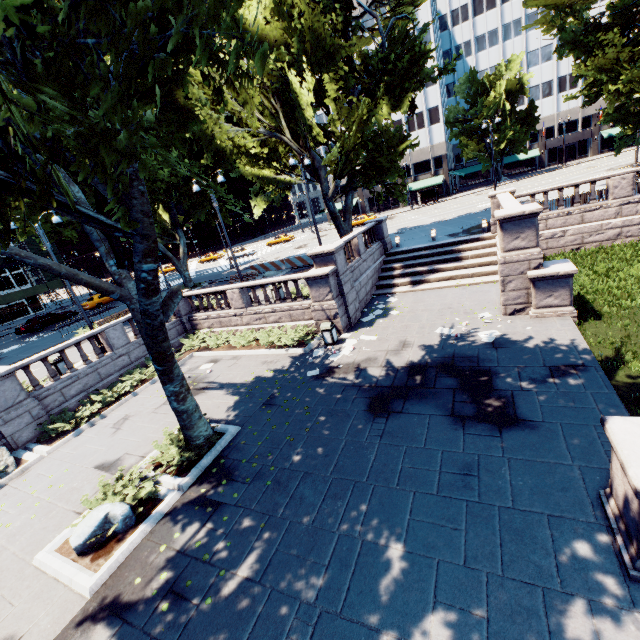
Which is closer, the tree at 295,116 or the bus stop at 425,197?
the tree at 295,116

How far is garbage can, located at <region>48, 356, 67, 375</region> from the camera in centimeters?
1514cm

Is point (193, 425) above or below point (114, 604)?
above

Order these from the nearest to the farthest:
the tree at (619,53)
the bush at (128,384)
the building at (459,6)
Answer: the bush at (128,384), the tree at (619,53), the building at (459,6)

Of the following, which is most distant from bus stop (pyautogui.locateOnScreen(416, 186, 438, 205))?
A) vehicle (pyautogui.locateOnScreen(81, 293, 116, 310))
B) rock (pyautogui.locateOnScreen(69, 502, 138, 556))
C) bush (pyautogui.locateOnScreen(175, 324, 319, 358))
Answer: rock (pyautogui.locateOnScreen(69, 502, 138, 556))

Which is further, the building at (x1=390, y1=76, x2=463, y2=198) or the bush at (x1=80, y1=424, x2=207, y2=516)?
the building at (x1=390, y1=76, x2=463, y2=198)

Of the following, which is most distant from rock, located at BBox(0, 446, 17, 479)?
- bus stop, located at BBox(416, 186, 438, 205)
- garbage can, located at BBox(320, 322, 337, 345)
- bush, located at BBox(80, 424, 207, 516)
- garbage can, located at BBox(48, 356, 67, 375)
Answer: bus stop, located at BBox(416, 186, 438, 205)

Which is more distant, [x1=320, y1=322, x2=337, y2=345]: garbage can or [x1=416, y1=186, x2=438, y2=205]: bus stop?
[x1=416, y1=186, x2=438, y2=205]: bus stop
